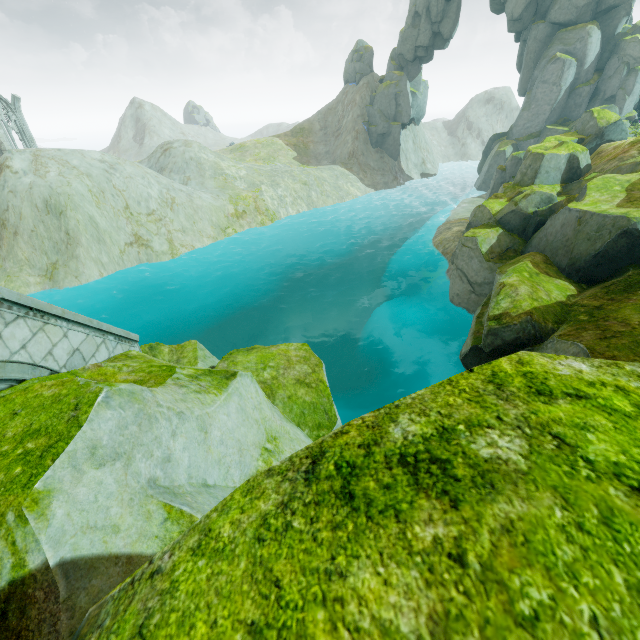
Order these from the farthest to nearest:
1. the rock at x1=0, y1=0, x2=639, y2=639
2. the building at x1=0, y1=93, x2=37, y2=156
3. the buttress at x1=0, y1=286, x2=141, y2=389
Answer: the building at x1=0, y1=93, x2=37, y2=156 → the buttress at x1=0, y1=286, x2=141, y2=389 → the rock at x1=0, y1=0, x2=639, y2=639

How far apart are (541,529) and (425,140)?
70.8m

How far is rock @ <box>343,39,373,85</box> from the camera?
50.25m

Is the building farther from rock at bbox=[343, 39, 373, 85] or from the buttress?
the buttress

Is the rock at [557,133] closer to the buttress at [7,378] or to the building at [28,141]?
the buttress at [7,378]

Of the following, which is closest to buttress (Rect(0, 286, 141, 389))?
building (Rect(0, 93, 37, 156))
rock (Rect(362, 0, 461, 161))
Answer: rock (Rect(362, 0, 461, 161))

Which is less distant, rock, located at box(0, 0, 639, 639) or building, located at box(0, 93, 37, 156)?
rock, located at box(0, 0, 639, 639)

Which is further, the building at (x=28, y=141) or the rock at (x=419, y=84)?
the rock at (x=419, y=84)
